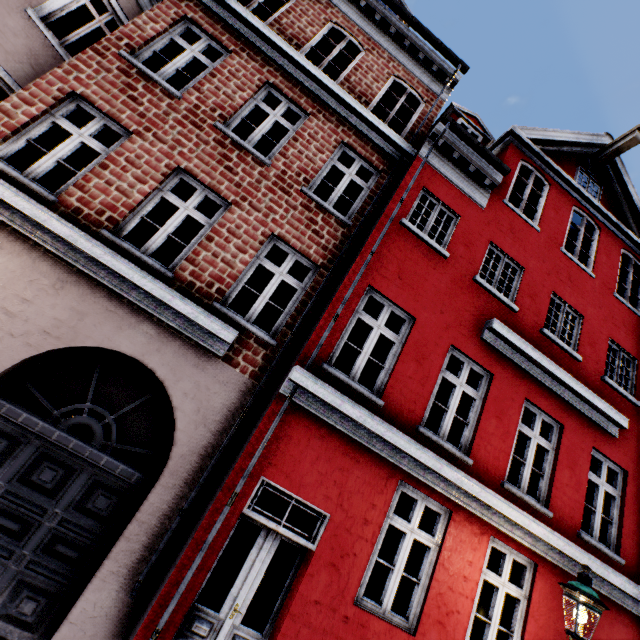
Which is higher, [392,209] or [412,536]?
[392,209]
